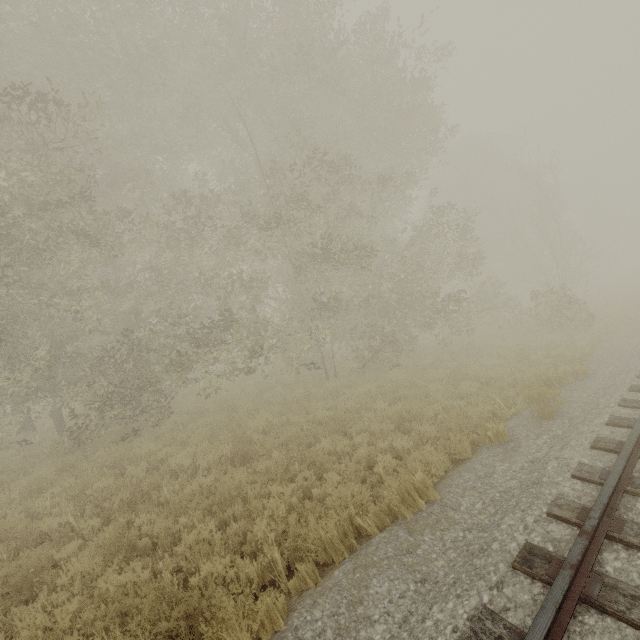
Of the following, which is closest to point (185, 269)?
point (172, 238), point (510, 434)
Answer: point (172, 238)
